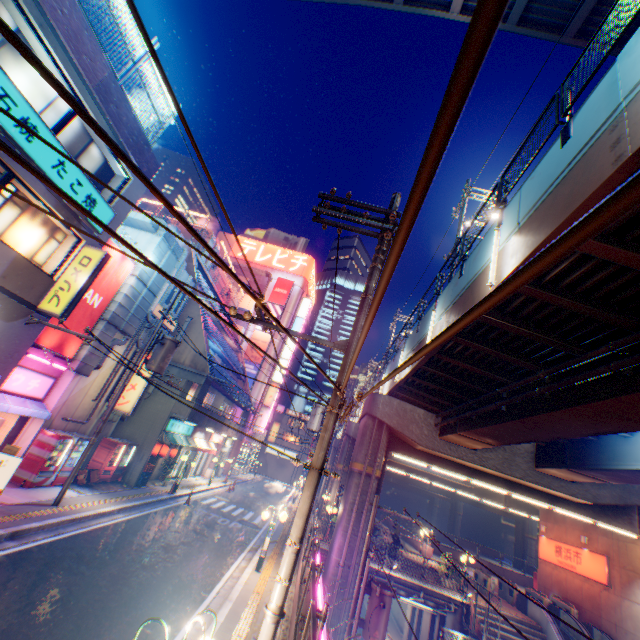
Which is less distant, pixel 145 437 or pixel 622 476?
pixel 622 476

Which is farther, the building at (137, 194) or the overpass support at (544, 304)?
the building at (137, 194)

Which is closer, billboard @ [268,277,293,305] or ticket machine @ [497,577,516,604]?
ticket machine @ [497,577,516,604]

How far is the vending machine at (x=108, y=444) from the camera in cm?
1678

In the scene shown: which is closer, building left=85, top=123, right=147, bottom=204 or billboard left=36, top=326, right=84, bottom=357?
building left=85, top=123, right=147, bottom=204

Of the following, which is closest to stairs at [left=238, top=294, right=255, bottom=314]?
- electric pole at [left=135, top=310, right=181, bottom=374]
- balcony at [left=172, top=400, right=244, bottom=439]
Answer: balcony at [left=172, top=400, right=244, bottom=439]

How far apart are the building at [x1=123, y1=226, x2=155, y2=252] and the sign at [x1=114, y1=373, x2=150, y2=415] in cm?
472

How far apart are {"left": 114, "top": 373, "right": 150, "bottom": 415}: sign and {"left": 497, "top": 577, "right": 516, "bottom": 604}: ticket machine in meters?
26.5
